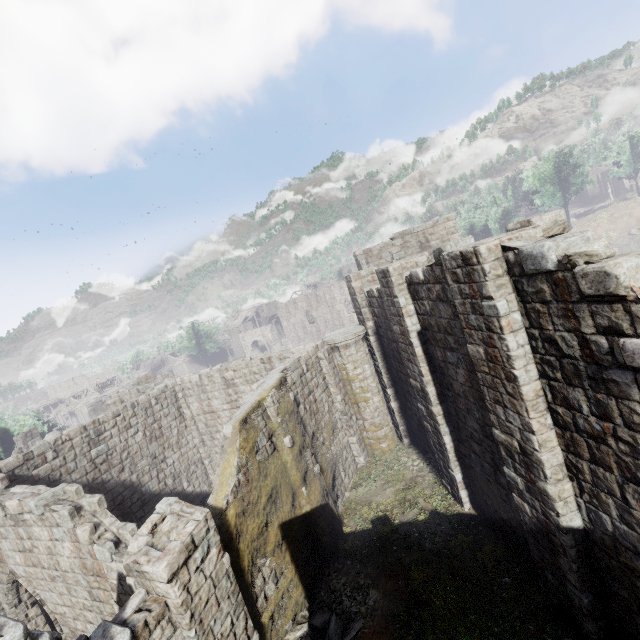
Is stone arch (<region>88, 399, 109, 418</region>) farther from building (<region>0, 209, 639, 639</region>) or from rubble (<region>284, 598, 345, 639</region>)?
rubble (<region>284, 598, 345, 639</region>)

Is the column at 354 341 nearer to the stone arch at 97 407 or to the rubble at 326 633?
the rubble at 326 633

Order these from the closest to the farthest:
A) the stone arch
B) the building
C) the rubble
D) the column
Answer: the building
the rubble
the column
the stone arch

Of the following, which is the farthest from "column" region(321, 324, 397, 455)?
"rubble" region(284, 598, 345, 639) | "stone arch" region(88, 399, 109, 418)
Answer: "stone arch" region(88, 399, 109, 418)

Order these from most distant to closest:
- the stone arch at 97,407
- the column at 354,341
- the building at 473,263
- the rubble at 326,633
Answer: the stone arch at 97,407 → the column at 354,341 → the rubble at 326,633 → the building at 473,263

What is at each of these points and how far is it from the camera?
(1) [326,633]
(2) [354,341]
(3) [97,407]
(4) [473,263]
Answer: (1) rubble, 8.4m
(2) column, 15.1m
(3) stone arch, 38.5m
(4) building, 5.9m

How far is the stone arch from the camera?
37.7 meters

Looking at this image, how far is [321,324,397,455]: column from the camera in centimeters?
1505cm
